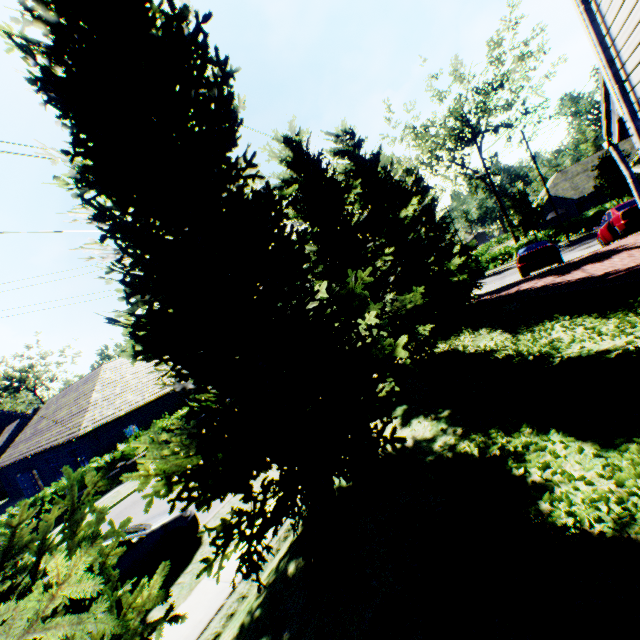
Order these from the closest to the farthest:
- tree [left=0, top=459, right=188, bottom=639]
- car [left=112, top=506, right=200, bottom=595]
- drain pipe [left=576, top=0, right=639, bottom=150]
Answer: tree [left=0, top=459, right=188, bottom=639] → drain pipe [left=576, top=0, right=639, bottom=150] → car [left=112, top=506, right=200, bottom=595]

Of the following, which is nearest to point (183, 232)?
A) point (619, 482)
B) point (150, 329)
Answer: point (150, 329)

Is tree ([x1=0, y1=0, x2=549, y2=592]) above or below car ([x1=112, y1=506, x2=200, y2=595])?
above

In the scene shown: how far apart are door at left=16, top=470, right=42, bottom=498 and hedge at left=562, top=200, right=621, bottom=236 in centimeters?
5655cm

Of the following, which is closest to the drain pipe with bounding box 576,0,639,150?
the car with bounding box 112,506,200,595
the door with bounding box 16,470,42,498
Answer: the car with bounding box 112,506,200,595

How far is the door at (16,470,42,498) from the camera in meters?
26.8

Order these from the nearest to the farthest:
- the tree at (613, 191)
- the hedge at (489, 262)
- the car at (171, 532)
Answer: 1. the car at (171, 532)
2. the tree at (613, 191)
3. the hedge at (489, 262)

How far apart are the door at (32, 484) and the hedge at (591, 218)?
56.5 meters
